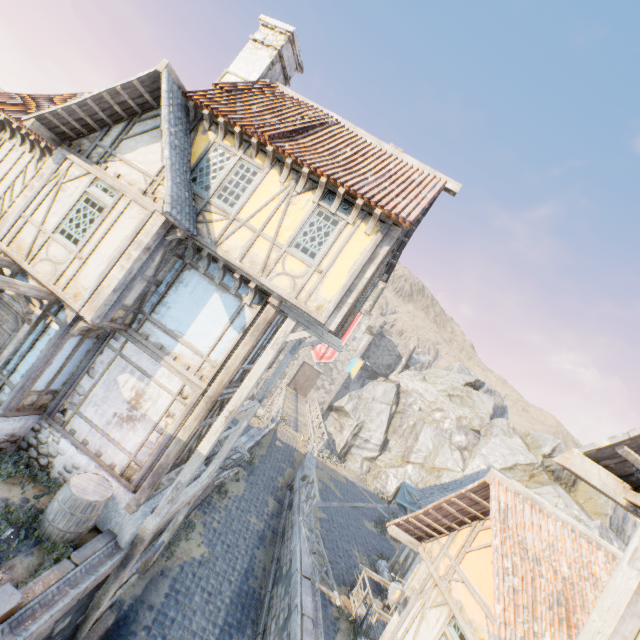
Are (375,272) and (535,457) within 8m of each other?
no

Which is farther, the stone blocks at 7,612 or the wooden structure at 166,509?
the wooden structure at 166,509

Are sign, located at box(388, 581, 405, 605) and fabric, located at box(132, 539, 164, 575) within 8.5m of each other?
yes

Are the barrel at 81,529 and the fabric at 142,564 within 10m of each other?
yes

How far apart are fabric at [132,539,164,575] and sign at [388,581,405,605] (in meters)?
6.67

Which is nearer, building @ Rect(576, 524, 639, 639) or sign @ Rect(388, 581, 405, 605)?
building @ Rect(576, 524, 639, 639)

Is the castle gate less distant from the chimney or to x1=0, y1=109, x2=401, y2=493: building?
x1=0, y1=109, x2=401, y2=493: building

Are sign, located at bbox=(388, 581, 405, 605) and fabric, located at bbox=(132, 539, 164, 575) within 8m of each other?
yes
